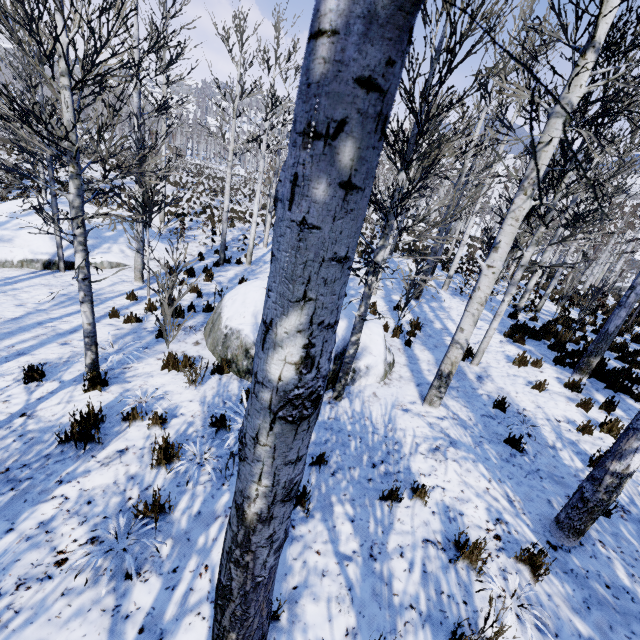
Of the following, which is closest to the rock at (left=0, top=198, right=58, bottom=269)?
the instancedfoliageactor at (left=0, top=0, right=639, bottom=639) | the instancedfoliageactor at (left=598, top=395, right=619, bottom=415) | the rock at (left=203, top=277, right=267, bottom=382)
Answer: the rock at (left=203, top=277, right=267, bottom=382)

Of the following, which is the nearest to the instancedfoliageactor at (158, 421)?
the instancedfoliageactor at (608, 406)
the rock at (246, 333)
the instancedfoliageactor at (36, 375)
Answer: the rock at (246, 333)

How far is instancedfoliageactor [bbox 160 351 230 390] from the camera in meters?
5.2

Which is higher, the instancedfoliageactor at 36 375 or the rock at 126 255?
the instancedfoliageactor at 36 375

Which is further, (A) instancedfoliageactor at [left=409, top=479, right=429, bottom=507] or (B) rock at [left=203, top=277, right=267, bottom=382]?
(B) rock at [left=203, top=277, right=267, bottom=382]

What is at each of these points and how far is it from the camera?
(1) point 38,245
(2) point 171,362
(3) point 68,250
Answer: (1) rock, 11.24m
(2) instancedfoliageactor, 5.80m
(3) rock, 11.64m

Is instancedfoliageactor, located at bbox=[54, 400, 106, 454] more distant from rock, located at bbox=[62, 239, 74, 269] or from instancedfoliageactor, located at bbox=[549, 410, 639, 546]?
rock, located at bbox=[62, 239, 74, 269]

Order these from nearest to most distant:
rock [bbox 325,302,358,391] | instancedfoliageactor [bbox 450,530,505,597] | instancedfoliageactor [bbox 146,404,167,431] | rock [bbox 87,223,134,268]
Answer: instancedfoliageactor [bbox 450,530,505,597] < instancedfoliageactor [bbox 146,404,167,431] < rock [bbox 325,302,358,391] < rock [bbox 87,223,134,268]
